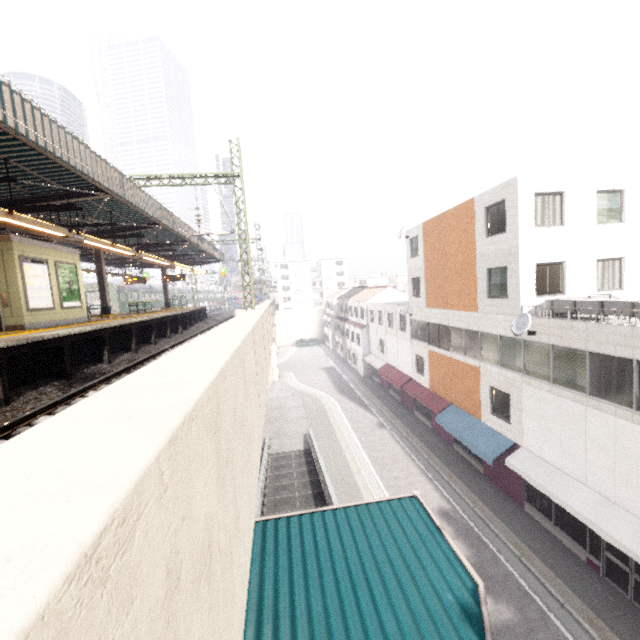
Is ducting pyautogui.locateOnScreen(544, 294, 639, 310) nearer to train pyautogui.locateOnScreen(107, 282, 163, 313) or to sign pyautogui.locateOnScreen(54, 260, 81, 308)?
sign pyautogui.locateOnScreen(54, 260, 81, 308)

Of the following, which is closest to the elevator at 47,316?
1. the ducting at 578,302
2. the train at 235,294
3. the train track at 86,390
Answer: the train track at 86,390

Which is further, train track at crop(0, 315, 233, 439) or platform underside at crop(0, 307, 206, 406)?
platform underside at crop(0, 307, 206, 406)

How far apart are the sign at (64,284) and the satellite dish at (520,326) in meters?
17.6 m

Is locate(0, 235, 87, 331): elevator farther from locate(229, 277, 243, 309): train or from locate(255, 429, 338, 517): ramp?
locate(229, 277, 243, 309): train

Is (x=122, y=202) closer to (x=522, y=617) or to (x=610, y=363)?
(x=610, y=363)

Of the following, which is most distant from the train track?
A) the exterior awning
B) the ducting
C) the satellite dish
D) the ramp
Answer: the ducting

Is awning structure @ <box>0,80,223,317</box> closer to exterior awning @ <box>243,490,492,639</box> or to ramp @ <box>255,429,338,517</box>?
exterior awning @ <box>243,490,492,639</box>
